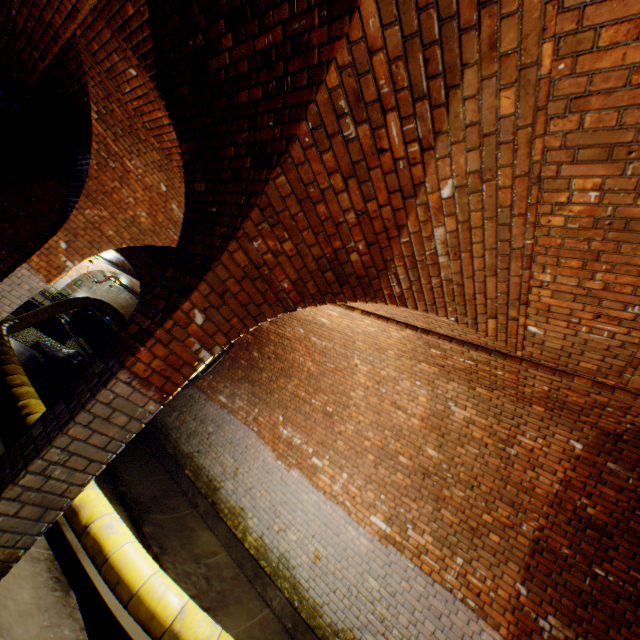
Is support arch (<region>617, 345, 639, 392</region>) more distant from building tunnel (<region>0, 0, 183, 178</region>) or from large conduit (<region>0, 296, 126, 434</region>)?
large conduit (<region>0, 296, 126, 434</region>)

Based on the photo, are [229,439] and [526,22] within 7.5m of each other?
no

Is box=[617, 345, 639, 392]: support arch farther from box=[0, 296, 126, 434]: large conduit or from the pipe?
the pipe

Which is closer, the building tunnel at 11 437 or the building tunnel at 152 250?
the building tunnel at 11 437

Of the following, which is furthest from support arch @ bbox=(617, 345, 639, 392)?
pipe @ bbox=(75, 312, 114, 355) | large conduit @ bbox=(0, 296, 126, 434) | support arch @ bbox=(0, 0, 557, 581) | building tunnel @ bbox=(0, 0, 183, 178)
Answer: pipe @ bbox=(75, 312, 114, 355)

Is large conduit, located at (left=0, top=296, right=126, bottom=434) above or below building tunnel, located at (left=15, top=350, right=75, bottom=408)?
above

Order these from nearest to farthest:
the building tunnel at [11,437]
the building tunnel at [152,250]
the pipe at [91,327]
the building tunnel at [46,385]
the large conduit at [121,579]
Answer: the large conduit at [121,579] < the building tunnel at [11,437] < the building tunnel at [46,385] < the building tunnel at [152,250] < the pipe at [91,327]
